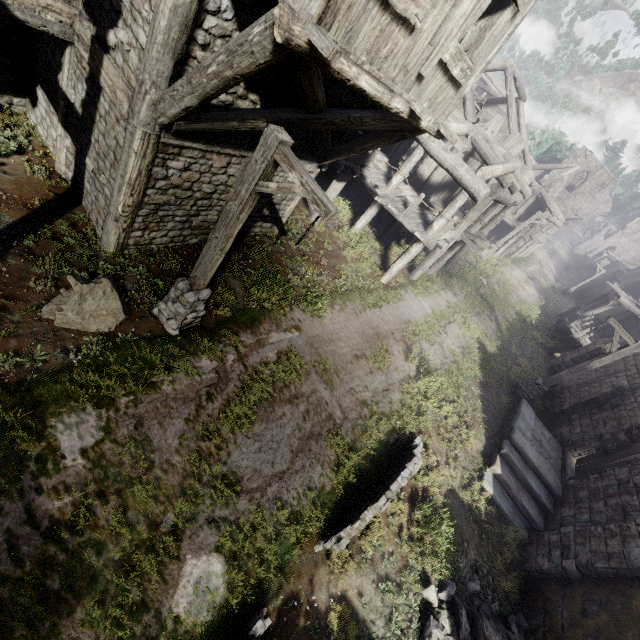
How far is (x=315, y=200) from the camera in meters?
4.4

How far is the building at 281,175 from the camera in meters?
8.6

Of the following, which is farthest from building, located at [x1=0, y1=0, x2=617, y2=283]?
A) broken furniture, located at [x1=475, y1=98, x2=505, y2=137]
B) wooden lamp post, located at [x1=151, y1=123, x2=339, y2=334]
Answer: wooden lamp post, located at [x1=151, y1=123, x2=339, y2=334]

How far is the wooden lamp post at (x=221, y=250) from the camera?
4.5m

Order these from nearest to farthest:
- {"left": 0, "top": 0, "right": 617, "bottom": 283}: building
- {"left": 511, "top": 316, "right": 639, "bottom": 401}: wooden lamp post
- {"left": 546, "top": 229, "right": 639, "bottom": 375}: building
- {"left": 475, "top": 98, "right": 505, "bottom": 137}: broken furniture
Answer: {"left": 0, "top": 0, "right": 617, "bottom": 283}: building
{"left": 511, "top": 316, "right": 639, "bottom": 401}: wooden lamp post
{"left": 475, "top": 98, "right": 505, "bottom": 137}: broken furniture
{"left": 546, "top": 229, "right": 639, "bottom": 375}: building

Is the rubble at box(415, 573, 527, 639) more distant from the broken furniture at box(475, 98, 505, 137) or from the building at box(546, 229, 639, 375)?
the broken furniture at box(475, 98, 505, 137)

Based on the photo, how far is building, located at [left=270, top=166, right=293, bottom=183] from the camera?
8.62m

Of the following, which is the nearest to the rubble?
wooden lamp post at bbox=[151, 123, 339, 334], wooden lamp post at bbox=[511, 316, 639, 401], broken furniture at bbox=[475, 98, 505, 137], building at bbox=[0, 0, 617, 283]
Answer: building at bbox=[0, 0, 617, 283]
